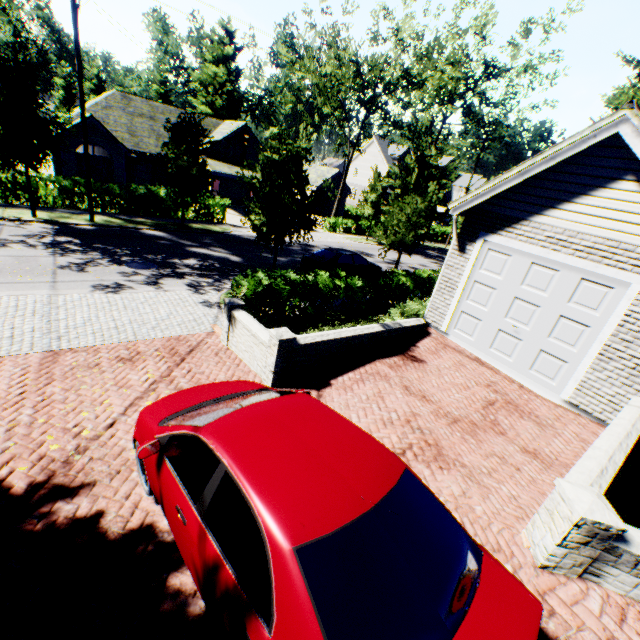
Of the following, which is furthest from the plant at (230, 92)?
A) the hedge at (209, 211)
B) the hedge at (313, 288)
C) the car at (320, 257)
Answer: the hedge at (313, 288)

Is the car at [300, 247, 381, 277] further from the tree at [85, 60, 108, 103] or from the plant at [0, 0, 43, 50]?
the plant at [0, 0, 43, 50]

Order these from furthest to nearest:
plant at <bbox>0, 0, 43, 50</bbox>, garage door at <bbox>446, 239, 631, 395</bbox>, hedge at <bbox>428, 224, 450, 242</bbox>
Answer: plant at <bbox>0, 0, 43, 50</bbox>, hedge at <bbox>428, 224, 450, 242</bbox>, garage door at <bbox>446, 239, 631, 395</bbox>

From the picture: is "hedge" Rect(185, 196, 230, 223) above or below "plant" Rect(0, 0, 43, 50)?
below

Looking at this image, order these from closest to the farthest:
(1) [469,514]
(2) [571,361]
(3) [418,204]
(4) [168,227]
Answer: (1) [469,514]
(2) [571,361]
(3) [418,204]
(4) [168,227]

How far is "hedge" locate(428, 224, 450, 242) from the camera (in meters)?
40.06

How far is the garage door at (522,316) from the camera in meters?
6.9

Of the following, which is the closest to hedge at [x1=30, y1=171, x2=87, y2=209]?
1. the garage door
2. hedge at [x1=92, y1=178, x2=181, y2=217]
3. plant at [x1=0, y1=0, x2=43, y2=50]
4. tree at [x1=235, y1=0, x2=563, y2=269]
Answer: hedge at [x1=92, y1=178, x2=181, y2=217]
